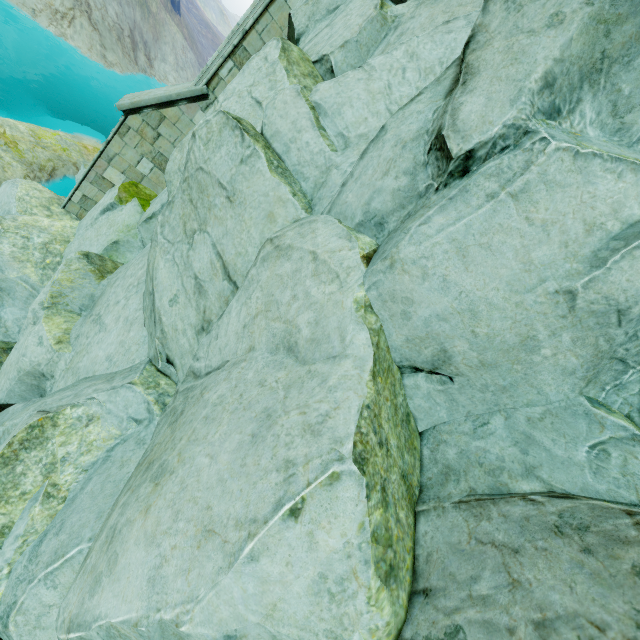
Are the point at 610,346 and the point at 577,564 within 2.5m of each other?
yes

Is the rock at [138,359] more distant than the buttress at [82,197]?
No

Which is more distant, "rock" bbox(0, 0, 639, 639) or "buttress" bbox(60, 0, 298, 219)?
"buttress" bbox(60, 0, 298, 219)
